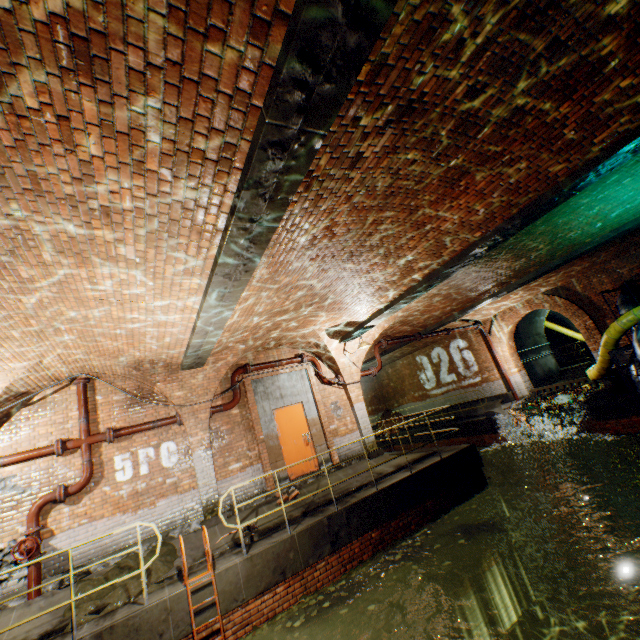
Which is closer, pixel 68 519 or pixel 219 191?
pixel 219 191

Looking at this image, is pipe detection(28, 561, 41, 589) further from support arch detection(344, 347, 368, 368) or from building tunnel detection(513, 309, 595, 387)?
building tunnel detection(513, 309, 595, 387)

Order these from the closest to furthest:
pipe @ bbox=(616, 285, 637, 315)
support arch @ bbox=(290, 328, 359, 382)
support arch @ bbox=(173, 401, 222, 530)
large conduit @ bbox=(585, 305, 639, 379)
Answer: support arch @ bbox=(173, 401, 222, 530)
large conduit @ bbox=(585, 305, 639, 379)
support arch @ bbox=(290, 328, 359, 382)
pipe @ bbox=(616, 285, 637, 315)

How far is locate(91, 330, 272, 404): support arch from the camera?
7.5 meters

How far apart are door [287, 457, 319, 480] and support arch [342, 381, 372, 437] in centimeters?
164cm

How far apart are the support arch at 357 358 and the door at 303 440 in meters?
1.6 m

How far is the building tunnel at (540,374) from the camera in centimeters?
1759cm

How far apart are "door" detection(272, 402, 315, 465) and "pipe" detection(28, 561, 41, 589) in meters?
5.6 m
